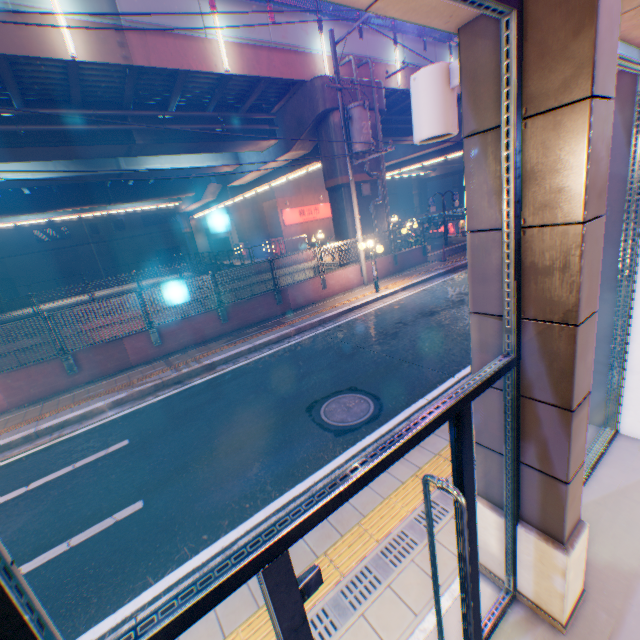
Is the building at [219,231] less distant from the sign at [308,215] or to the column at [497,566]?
the sign at [308,215]

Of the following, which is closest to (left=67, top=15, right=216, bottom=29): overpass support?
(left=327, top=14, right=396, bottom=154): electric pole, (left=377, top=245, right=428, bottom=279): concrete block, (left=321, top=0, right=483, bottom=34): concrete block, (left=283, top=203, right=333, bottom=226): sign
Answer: (left=377, top=245, right=428, bottom=279): concrete block

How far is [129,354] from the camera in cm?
998

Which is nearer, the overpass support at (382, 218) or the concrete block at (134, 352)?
the concrete block at (134, 352)

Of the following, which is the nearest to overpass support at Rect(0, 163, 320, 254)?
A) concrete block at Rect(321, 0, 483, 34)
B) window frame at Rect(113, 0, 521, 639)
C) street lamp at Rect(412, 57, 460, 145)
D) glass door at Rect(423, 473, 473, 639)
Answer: concrete block at Rect(321, 0, 483, 34)

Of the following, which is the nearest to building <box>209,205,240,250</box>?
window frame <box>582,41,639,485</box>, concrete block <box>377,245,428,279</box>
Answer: concrete block <box>377,245,428,279</box>

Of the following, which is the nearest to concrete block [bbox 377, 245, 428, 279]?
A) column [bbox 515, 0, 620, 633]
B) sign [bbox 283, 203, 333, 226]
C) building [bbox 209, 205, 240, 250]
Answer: column [bbox 515, 0, 620, 633]

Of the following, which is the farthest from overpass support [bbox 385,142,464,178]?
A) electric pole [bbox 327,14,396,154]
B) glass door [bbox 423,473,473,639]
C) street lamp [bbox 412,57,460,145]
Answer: glass door [bbox 423,473,473,639]
